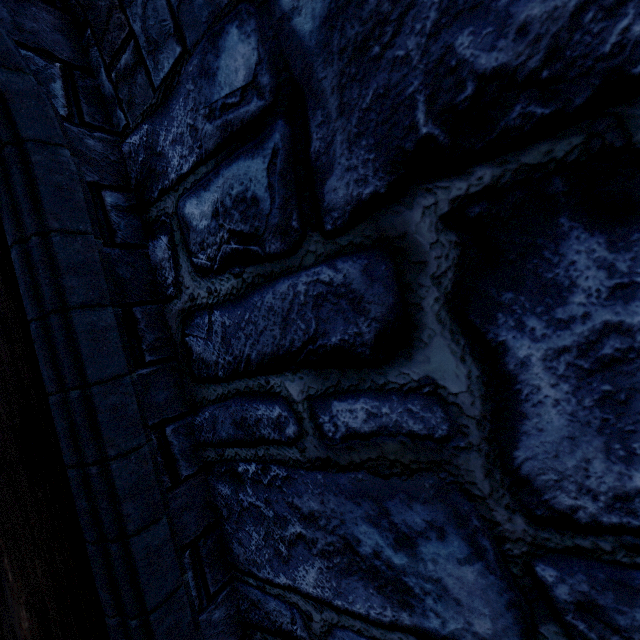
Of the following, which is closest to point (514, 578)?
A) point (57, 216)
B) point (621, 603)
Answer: point (621, 603)
